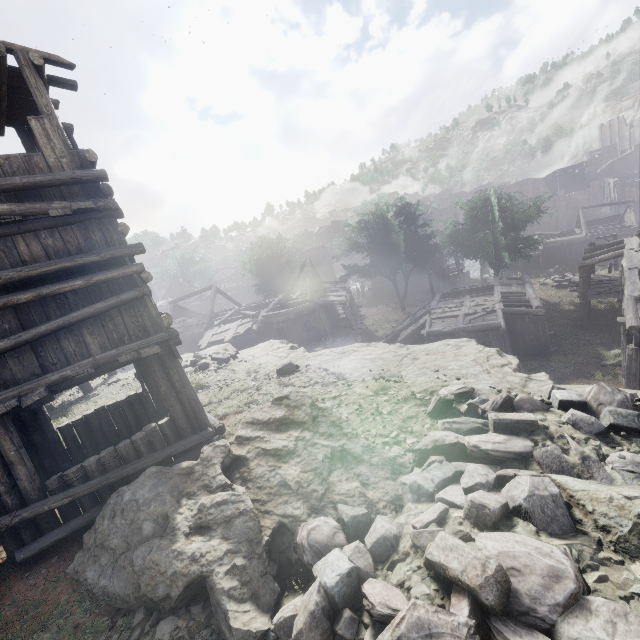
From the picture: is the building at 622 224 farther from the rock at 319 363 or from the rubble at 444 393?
the rubble at 444 393

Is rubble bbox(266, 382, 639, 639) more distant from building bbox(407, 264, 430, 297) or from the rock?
building bbox(407, 264, 430, 297)

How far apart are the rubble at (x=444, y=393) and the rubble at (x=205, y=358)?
9.6 meters

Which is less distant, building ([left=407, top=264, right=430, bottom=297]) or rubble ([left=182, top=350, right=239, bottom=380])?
rubble ([left=182, top=350, right=239, bottom=380])

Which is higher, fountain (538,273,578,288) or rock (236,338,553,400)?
rock (236,338,553,400)

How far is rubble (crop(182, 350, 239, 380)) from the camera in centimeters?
1248cm

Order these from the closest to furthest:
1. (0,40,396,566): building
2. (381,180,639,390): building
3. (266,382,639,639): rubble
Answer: (266,382,639,639): rubble
(0,40,396,566): building
(381,180,639,390): building

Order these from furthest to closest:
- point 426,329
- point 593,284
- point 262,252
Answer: point 262,252, point 593,284, point 426,329
